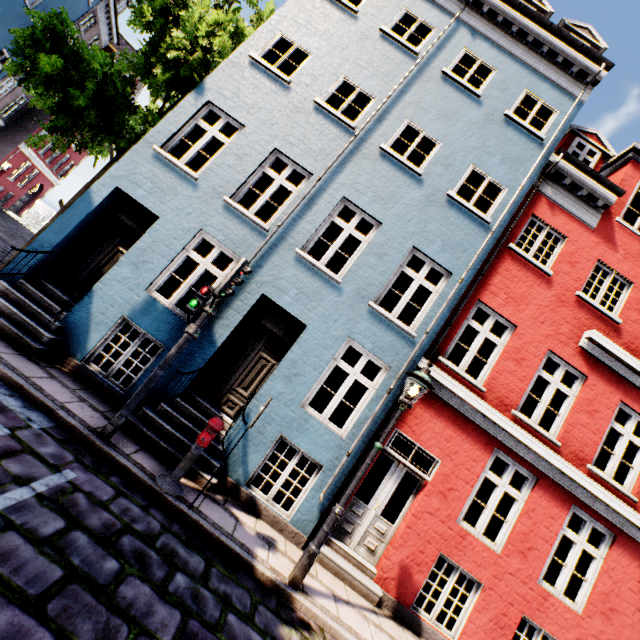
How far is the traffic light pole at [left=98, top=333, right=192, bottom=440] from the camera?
4.8 meters

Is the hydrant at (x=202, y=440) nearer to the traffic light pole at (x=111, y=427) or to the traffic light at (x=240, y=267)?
the traffic light pole at (x=111, y=427)

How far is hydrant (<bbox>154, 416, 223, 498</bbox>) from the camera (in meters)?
4.71

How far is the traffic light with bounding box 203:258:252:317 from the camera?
5.1m

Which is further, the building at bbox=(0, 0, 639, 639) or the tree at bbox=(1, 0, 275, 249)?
the tree at bbox=(1, 0, 275, 249)

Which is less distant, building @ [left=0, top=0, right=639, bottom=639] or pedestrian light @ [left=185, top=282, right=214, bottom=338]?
pedestrian light @ [left=185, top=282, right=214, bottom=338]

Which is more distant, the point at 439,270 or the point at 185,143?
the point at 185,143

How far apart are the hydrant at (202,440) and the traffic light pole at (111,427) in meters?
0.9 m
